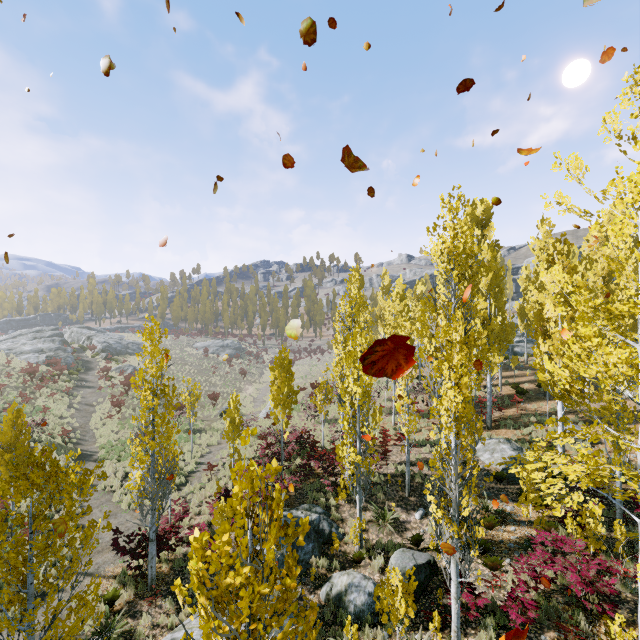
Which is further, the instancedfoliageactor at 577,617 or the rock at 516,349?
the rock at 516,349

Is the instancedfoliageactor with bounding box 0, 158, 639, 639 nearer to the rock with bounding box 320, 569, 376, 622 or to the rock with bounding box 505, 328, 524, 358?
the rock with bounding box 505, 328, 524, 358

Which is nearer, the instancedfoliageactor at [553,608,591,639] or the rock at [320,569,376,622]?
the instancedfoliageactor at [553,608,591,639]

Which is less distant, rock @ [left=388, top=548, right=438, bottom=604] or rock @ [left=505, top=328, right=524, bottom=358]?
rock @ [left=388, top=548, right=438, bottom=604]

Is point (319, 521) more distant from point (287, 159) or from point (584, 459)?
point (287, 159)

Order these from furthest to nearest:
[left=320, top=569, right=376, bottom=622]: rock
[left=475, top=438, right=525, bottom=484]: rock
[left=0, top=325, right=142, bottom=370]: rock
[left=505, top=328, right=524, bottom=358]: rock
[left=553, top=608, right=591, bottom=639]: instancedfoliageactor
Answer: [left=0, top=325, right=142, bottom=370]: rock → [left=505, top=328, right=524, bottom=358]: rock → [left=475, top=438, right=525, bottom=484]: rock → [left=320, top=569, right=376, bottom=622]: rock → [left=553, top=608, right=591, bottom=639]: instancedfoliageactor

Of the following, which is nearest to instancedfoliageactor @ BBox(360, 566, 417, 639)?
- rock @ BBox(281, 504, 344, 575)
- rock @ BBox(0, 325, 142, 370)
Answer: rock @ BBox(281, 504, 344, 575)

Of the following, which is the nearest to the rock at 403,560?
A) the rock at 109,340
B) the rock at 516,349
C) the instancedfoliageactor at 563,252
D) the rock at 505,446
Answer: the instancedfoliageactor at 563,252
